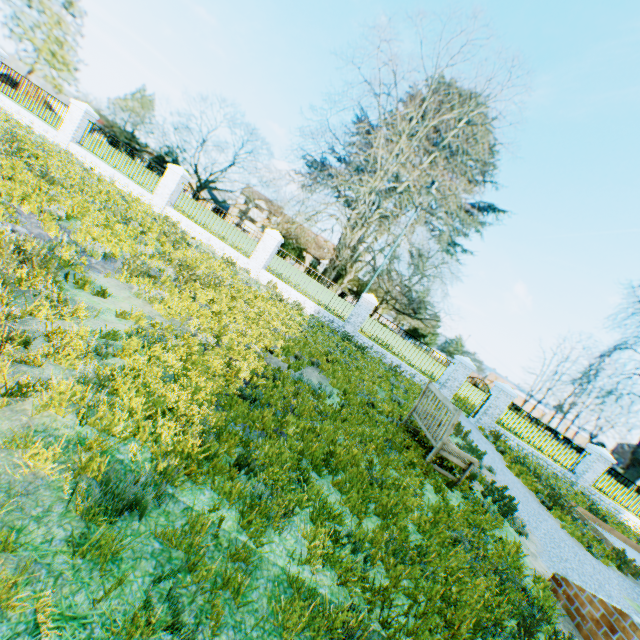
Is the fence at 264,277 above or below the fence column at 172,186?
below

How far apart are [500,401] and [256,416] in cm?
1501

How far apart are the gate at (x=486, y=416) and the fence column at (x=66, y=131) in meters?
23.7

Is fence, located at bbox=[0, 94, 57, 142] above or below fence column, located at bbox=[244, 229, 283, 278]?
below

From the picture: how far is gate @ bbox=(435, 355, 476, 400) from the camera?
15.4m

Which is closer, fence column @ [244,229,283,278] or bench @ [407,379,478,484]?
bench @ [407,379,478,484]

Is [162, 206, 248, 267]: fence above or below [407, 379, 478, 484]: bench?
below

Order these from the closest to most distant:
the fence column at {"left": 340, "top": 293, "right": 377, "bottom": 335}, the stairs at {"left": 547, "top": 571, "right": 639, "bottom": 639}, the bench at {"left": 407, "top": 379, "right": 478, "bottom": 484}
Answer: the stairs at {"left": 547, "top": 571, "right": 639, "bottom": 639} < the bench at {"left": 407, "top": 379, "right": 478, "bottom": 484} < the fence column at {"left": 340, "top": 293, "right": 377, "bottom": 335}
